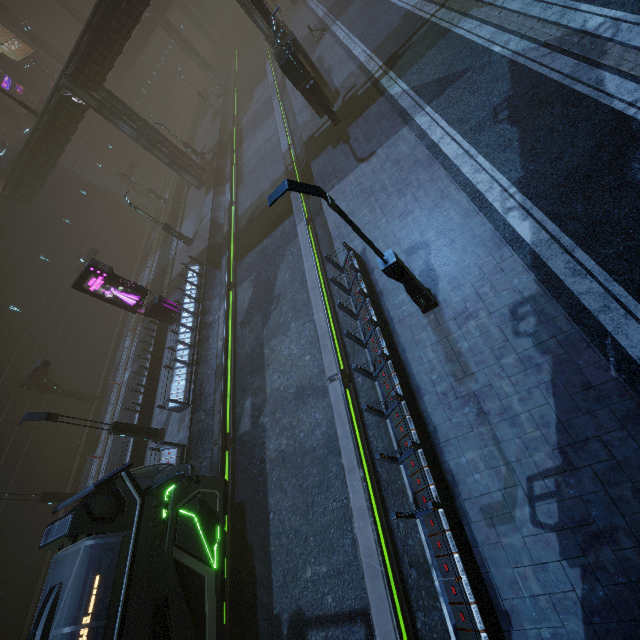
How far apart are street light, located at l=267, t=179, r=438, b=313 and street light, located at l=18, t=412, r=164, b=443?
14.02m

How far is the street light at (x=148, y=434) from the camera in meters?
13.2

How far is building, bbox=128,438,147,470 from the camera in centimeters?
1639cm

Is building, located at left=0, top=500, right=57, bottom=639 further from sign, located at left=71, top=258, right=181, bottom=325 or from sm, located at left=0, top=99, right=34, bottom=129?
sm, located at left=0, top=99, right=34, bottom=129

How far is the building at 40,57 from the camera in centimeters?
5369cm

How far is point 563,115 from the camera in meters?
9.3

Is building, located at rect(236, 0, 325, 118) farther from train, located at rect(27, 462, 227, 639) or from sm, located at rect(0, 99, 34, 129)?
sm, located at rect(0, 99, 34, 129)

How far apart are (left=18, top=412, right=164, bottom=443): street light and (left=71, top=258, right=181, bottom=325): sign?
6.8 meters
